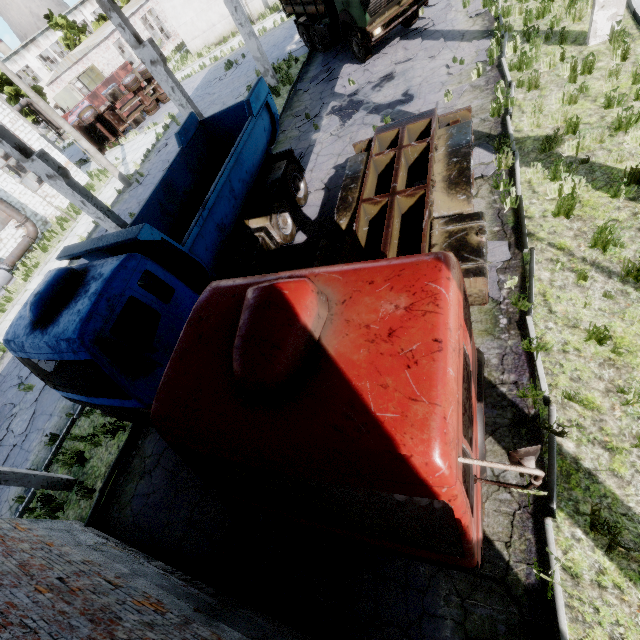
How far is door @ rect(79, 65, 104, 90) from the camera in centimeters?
3575cm

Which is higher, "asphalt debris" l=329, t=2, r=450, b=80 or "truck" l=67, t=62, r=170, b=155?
"truck" l=67, t=62, r=170, b=155

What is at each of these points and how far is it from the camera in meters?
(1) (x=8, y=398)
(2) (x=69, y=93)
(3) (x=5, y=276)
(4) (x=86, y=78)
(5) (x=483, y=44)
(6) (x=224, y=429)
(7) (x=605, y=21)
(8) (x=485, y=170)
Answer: (1) asphalt debris, 12.4 m
(2) door, 39.3 m
(3) fan motor, 20.0 m
(4) door, 35.9 m
(5) asphalt debris, 10.6 m
(6) truck, 2.6 m
(7) column beam, 8.0 m
(8) asphalt debris, 7.7 m

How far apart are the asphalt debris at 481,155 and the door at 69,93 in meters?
51.6 m

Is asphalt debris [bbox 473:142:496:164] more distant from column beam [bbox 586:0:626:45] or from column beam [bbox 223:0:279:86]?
column beam [bbox 223:0:279:86]

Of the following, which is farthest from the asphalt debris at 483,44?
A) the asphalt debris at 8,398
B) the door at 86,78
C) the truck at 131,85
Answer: the door at 86,78

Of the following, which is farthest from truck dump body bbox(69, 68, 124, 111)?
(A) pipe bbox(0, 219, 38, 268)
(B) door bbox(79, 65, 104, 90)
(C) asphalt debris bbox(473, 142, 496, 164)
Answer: (C) asphalt debris bbox(473, 142, 496, 164)

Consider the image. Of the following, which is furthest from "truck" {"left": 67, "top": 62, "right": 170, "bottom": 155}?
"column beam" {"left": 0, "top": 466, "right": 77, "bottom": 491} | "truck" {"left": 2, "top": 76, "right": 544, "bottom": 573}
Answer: "column beam" {"left": 0, "top": 466, "right": 77, "bottom": 491}
